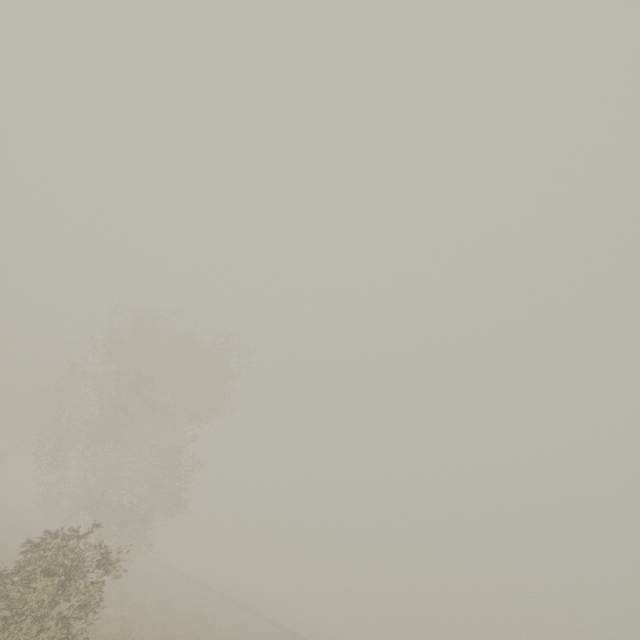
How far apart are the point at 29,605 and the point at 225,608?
26.2m

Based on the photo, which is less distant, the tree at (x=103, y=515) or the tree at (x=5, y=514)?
the tree at (x=103, y=515)

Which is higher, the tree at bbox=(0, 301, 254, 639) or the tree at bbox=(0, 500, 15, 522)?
the tree at bbox=(0, 301, 254, 639)

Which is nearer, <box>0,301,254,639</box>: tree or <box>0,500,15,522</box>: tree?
<box>0,301,254,639</box>: tree

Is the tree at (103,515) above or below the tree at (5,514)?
above
